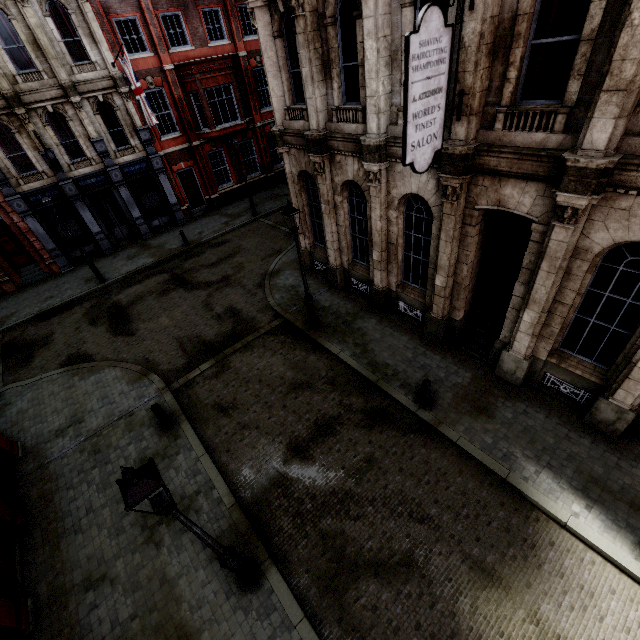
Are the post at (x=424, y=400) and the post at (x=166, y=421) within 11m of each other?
yes

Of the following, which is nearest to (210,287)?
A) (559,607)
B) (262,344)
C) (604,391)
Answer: (262,344)

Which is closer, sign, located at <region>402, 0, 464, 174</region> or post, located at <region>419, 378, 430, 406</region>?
sign, located at <region>402, 0, 464, 174</region>

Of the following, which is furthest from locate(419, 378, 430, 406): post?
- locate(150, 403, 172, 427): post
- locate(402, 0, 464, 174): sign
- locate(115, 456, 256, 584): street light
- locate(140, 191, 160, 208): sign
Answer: locate(140, 191, 160, 208): sign

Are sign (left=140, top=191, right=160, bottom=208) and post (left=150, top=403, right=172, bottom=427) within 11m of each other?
no

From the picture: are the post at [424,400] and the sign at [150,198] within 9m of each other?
no

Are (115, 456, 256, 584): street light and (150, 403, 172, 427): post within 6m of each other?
yes

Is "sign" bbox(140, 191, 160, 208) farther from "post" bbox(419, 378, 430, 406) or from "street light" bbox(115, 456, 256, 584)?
"post" bbox(419, 378, 430, 406)
